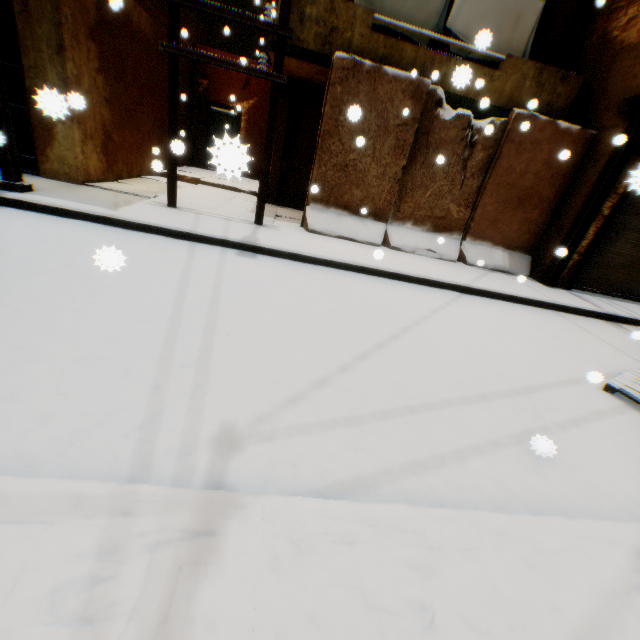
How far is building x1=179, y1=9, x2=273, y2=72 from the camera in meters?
11.0 m

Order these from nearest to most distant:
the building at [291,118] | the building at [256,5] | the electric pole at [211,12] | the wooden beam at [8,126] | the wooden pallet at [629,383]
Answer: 1. the wooden pallet at [629,383]
2. the wooden beam at [8,126]
3. the electric pole at [211,12]
4. the building at [291,118]
5. the building at [256,5]

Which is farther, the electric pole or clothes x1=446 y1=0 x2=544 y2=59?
clothes x1=446 y1=0 x2=544 y2=59

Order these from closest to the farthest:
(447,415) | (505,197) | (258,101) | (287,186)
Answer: (447,415) → (505,197) → (287,186) → (258,101)

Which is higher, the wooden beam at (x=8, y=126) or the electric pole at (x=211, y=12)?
the electric pole at (x=211, y=12)

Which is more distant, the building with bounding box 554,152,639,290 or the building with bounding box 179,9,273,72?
the building with bounding box 179,9,273,72

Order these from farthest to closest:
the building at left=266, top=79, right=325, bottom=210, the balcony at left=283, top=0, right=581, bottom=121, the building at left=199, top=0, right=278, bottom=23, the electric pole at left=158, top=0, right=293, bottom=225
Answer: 1. the building at left=199, top=0, right=278, bottom=23
2. the building at left=266, top=79, right=325, bottom=210
3. the balcony at left=283, top=0, right=581, bottom=121
4. the electric pole at left=158, top=0, right=293, bottom=225

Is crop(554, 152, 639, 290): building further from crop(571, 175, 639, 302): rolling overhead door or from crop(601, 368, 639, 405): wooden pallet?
crop(601, 368, 639, 405): wooden pallet
